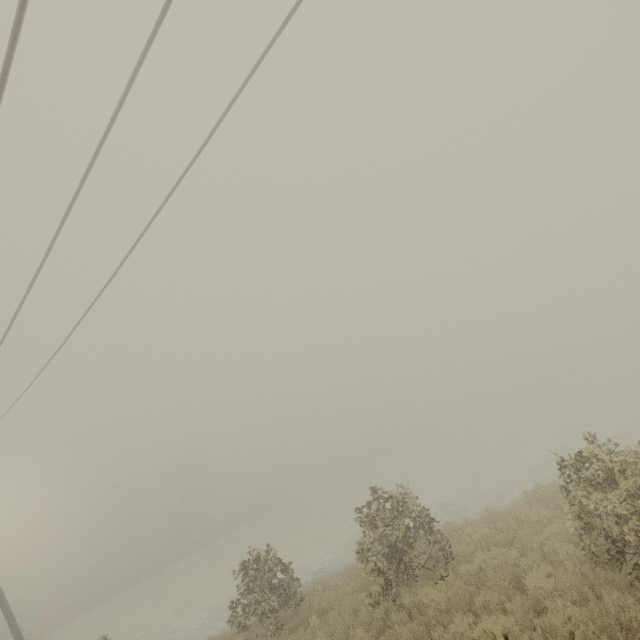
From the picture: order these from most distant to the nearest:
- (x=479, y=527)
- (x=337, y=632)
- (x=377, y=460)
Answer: (x=377, y=460) < (x=479, y=527) < (x=337, y=632)

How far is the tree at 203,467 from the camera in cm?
5278

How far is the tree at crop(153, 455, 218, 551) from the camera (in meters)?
52.78
